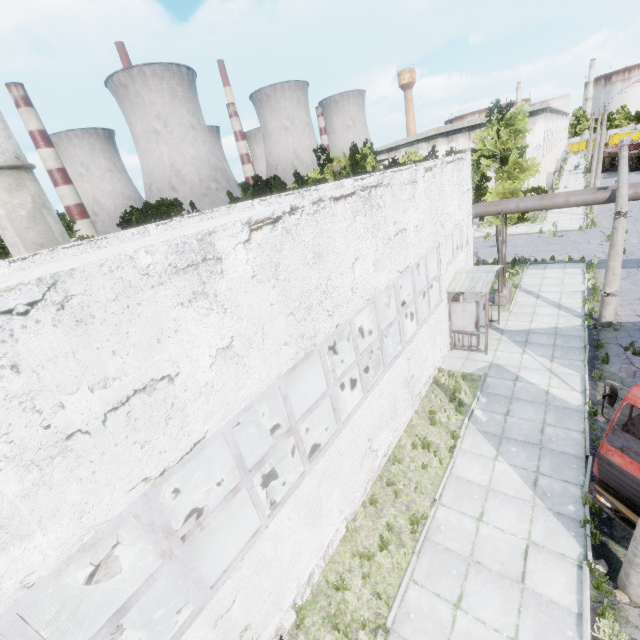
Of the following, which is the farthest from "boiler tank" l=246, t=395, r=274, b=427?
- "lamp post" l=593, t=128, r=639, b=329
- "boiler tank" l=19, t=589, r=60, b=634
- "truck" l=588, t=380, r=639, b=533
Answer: "lamp post" l=593, t=128, r=639, b=329

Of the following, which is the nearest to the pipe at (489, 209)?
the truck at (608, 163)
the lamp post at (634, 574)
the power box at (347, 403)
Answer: the power box at (347, 403)

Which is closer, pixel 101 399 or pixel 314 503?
pixel 101 399

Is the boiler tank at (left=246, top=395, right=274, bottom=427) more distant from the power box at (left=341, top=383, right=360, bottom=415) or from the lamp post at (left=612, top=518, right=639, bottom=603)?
the lamp post at (left=612, top=518, right=639, bottom=603)

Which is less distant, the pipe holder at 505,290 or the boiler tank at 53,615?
the boiler tank at 53,615

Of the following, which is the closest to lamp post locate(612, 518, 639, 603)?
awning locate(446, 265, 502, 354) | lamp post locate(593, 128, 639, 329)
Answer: awning locate(446, 265, 502, 354)

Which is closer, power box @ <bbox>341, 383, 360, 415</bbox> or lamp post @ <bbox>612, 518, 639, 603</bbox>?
lamp post @ <bbox>612, 518, 639, 603</bbox>

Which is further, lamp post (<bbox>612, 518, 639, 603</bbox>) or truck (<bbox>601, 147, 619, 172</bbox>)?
truck (<bbox>601, 147, 619, 172</bbox>)
